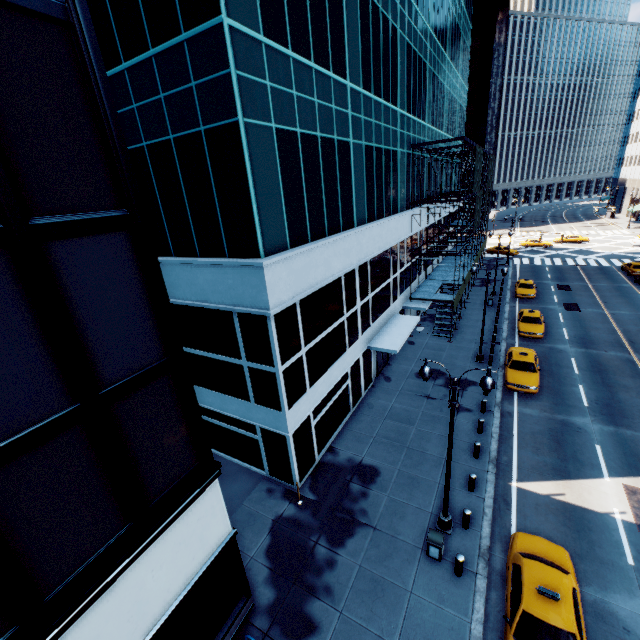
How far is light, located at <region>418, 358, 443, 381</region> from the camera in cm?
1064

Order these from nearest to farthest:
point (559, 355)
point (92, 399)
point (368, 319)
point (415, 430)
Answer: point (92, 399) < point (415, 430) < point (368, 319) < point (559, 355)

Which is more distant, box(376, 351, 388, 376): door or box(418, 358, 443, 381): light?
box(376, 351, 388, 376): door

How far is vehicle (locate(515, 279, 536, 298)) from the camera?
35.06m

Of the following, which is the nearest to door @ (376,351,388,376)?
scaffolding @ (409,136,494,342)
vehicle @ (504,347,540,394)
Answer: scaffolding @ (409,136,494,342)

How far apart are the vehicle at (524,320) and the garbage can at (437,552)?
20.56m

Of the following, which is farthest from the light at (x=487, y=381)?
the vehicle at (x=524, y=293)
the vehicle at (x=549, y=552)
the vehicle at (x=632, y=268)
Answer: the vehicle at (x=632, y=268)

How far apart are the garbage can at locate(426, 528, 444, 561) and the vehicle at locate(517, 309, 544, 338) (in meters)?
20.56
